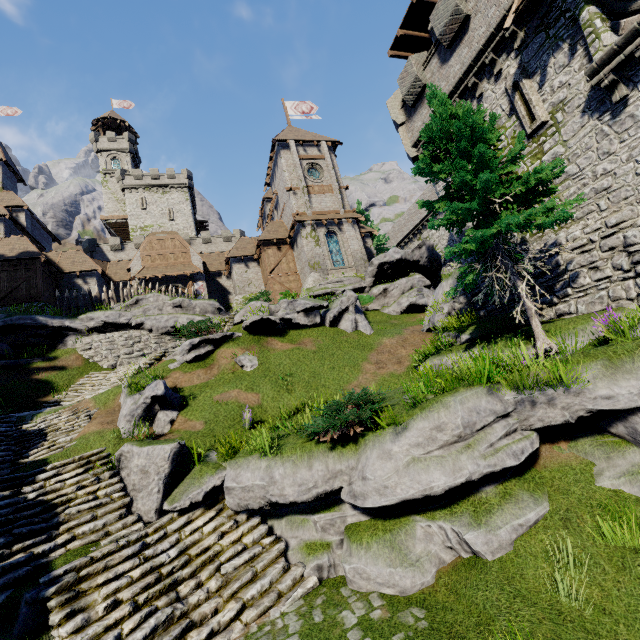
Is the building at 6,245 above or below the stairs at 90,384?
above

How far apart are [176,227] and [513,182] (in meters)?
53.74

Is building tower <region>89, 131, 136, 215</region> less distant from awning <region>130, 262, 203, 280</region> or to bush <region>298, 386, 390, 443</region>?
awning <region>130, 262, 203, 280</region>

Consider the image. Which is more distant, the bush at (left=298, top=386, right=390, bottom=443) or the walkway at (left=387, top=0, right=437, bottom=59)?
the walkway at (left=387, top=0, right=437, bottom=59)

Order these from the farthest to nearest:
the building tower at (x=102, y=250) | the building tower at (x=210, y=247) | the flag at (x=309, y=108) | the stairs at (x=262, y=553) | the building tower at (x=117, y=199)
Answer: the building tower at (x=117, y=199) → the building tower at (x=210, y=247) → the building tower at (x=102, y=250) → the flag at (x=309, y=108) → the stairs at (x=262, y=553)

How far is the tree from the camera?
9.2 meters

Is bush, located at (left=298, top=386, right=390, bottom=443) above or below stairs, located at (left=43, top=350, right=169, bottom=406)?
below

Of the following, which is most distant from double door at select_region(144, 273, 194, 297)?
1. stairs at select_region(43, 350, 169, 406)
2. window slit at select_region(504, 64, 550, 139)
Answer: window slit at select_region(504, 64, 550, 139)
